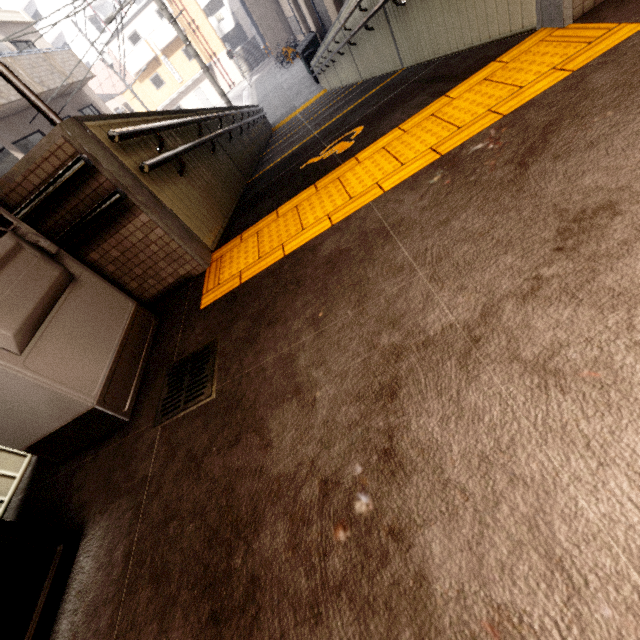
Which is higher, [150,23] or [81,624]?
[150,23]

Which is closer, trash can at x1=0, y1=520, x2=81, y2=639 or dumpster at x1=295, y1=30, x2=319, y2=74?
trash can at x1=0, y1=520, x2=81, y2=639

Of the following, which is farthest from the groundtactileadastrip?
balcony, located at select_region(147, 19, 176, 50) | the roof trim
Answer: balcony, located at select_region(147, 19, 176, 50)

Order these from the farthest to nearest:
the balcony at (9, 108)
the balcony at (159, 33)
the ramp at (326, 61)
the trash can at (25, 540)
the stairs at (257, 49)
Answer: the stairs at (257, 49) → the balcony at (159, 33) → the balcony at (9, 108) → the ramp at (326, 61) → the trash can at (25, 540)

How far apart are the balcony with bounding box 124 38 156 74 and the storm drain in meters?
41.2 m

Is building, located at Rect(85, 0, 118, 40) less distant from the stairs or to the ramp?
the stairs

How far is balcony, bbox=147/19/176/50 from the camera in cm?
2947

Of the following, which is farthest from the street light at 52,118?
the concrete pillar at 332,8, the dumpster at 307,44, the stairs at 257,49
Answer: the stairs at 257,49
